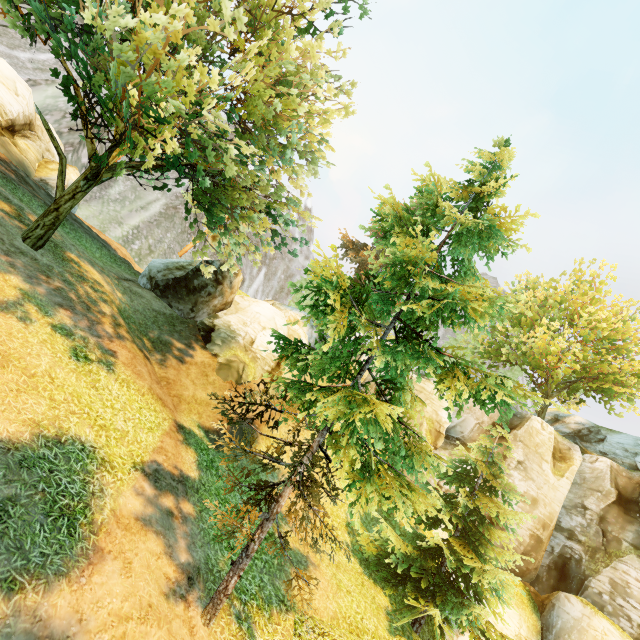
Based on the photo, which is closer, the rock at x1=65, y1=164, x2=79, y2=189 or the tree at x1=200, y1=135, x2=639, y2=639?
the tree at x1=200, y1=135, x2=639, y2=639

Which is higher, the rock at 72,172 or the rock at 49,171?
the rock at 72,172

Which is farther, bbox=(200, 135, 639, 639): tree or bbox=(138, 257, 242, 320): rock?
bbox=(138, 257, 242, 320): rock

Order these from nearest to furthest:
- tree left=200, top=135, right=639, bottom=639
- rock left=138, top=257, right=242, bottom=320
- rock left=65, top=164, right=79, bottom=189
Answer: tree left=200, top=135, right=639, bottom=639 → rock left=138, top=257, right=242, bottom=320 → rock left=65, top=164, right=79, bottom=189

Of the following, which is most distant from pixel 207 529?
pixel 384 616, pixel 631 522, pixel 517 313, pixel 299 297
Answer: pixel 299 297

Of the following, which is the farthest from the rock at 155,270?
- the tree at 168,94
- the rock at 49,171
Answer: the rock at 49,171

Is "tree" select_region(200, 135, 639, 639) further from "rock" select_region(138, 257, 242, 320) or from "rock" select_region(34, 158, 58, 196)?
"rock" select_region(34, 158, 58, 196)
